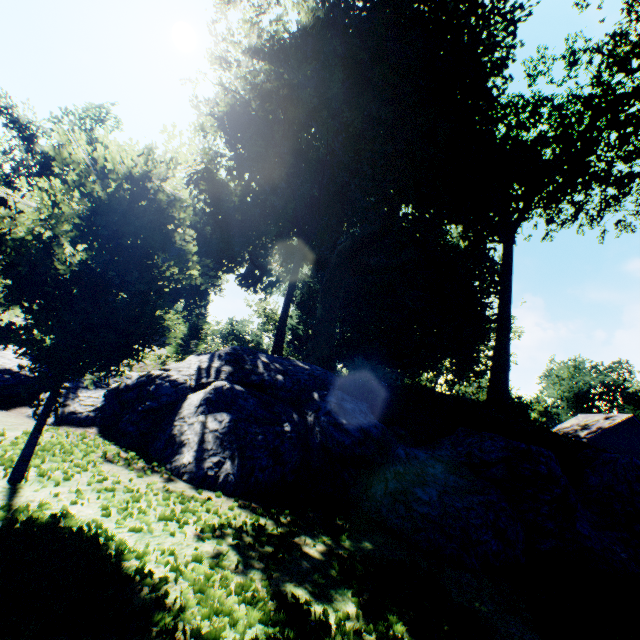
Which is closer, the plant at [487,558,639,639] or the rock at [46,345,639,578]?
the plant at [487,558,639,639]

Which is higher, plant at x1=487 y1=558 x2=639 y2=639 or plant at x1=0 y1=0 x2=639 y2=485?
plant at x1=0 y1=0 x2=639 y2=485

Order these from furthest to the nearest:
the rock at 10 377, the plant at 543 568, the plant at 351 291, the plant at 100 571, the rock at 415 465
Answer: the rock at 10 377, the rock at 415 465, the plant at 351 291, the plant at 543 568, the plant at 100 571

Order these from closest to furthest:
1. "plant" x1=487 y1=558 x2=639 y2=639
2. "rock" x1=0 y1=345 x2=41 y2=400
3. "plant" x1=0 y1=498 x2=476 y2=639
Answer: "plant" x1=0 y1=498 x2=476 y2=639 < "plant" x1=487 y1=558 x2=639 y2=639 < "rock" x1=0 y1=345 x2=41 y2=400

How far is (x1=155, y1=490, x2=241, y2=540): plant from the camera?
4.0m

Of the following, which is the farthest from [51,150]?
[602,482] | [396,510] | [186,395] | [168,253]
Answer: [602,482]

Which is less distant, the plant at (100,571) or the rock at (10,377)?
the plant at (100,571)
